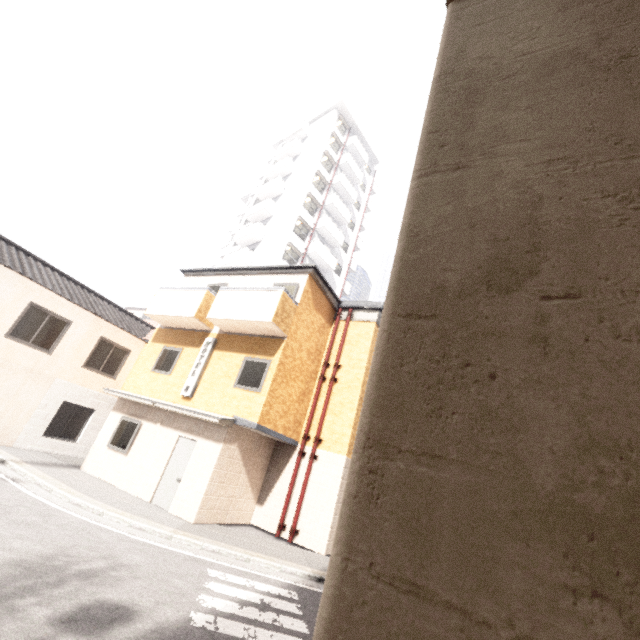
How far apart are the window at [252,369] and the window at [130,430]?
3.85m

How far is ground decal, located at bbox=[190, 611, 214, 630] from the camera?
4.56m

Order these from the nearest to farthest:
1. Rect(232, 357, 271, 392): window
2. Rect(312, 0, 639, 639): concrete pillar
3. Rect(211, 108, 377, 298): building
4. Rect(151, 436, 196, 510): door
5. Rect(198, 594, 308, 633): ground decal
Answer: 1. Rect(312, 0, 639, 639): concrete pillar
2. Rect(198, 594, 308, 633): ground decal
3. Rect(151, 436, 196, 510): door
4. Rect(232, 357, 271, 392): window
5. Rect(211, 108, 377, 298): building

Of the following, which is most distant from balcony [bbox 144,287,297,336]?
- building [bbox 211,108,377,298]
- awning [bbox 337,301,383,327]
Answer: building [bbox 211,108,377,298]

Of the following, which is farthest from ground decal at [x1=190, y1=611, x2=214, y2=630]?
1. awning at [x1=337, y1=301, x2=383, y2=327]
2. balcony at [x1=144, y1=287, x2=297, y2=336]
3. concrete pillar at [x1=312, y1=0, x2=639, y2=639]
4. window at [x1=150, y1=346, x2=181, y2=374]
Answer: awning at [x1=337, y1=301, x2=383, y2=327]

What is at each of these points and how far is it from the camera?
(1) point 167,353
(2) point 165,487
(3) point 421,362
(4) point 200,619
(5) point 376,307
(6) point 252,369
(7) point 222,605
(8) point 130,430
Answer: (1) window, 13.3 meters
(2) door, 10.2 meters
(3) concrete pillar, 0.9 meters
(4) ground decal, 4.7 meters
(5) awning, 13.7 meters
(6) window, 11.1 meters
(7) ground decal, 5.3 meters
(8) window, 11.8 meters

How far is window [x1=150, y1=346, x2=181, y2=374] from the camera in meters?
12.8

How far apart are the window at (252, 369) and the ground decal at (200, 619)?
4.82m
